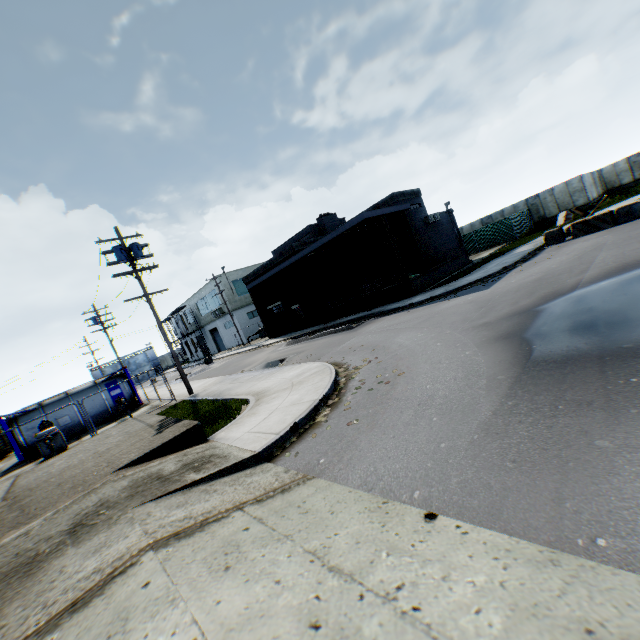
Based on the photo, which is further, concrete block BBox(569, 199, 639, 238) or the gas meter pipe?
concrete block BBox(569, 199, 639, 238)

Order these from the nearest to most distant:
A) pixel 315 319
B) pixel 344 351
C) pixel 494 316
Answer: pixel 494 316 < pixel 344 351 < pixel 315 319

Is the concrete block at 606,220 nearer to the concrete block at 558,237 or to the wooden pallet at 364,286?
the concrete block at 558,237

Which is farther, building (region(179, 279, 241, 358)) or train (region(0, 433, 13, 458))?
building (region(179, 279, 241, 358))

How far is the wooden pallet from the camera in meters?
23.0

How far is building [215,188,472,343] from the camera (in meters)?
22.23

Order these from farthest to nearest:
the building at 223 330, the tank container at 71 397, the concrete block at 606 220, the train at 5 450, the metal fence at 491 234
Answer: the building at 223 330, the metal fence at 491 234, the train at 5 450, the tank container at 71 397, the concrete block at 606 220

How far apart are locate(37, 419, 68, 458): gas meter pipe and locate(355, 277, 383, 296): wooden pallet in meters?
19.4
